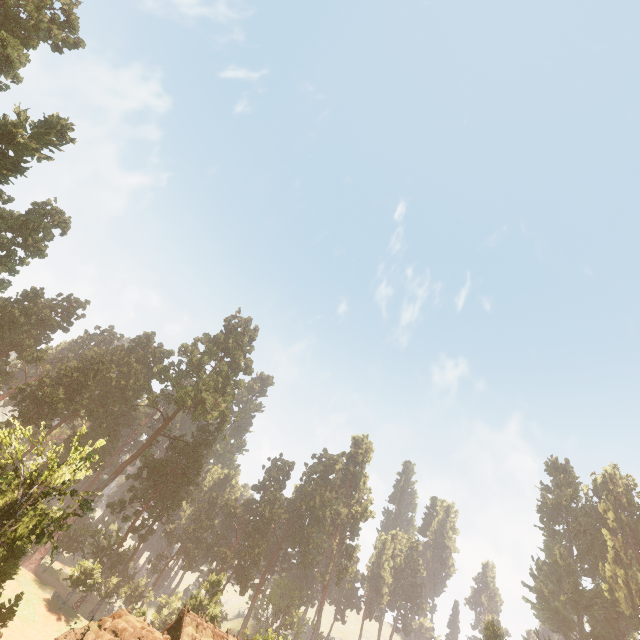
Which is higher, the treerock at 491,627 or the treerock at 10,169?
the treerock at 10,169

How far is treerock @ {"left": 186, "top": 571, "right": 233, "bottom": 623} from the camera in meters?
36.8

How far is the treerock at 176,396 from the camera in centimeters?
5597cm

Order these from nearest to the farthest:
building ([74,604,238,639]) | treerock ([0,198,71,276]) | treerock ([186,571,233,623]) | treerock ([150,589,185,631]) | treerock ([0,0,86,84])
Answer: building ([74,604,238,639]) → treerock ([0,0,86,84]) → treerock ([186,571,233,623]) → treerock ([0,198,71,276]) → treerock ([150,589,185,631])

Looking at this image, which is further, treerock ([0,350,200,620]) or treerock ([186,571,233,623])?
treerock ([186,571,233,623])

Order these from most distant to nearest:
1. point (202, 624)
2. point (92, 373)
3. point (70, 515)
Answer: point (92, 373) → point (202, 624) → point (70, 515)
